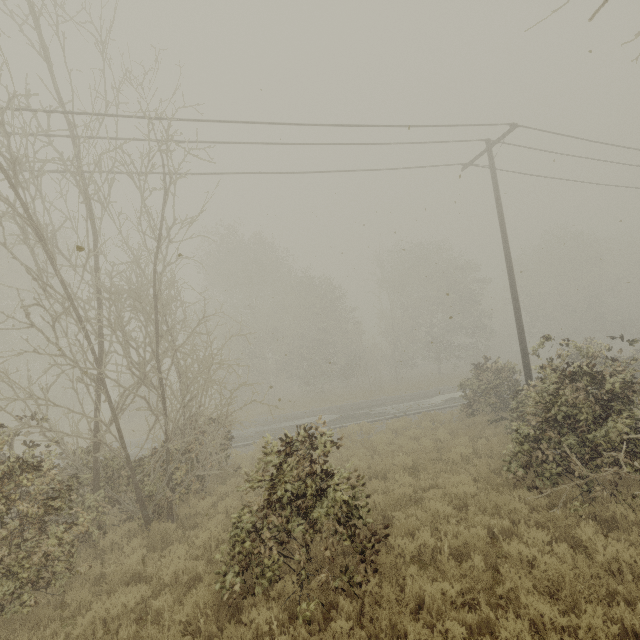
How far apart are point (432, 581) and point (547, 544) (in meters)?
2.56
